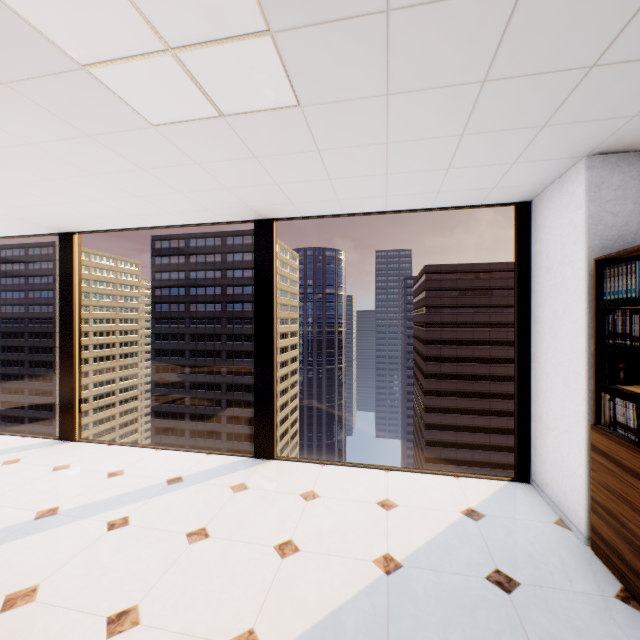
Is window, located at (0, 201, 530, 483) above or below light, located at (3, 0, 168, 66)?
below

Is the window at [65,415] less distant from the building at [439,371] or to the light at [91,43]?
the light at [91,43]

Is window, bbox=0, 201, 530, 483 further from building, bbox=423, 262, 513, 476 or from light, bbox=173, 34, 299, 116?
building, bbox=423, 262, 513, 476

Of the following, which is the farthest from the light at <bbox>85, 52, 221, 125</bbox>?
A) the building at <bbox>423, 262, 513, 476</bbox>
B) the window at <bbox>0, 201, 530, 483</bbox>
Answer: the building at <bbox>423, 262, 513, 476</bbox>

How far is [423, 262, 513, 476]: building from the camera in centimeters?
5488cm

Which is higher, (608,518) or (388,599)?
(608,518)

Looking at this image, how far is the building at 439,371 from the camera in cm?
5488

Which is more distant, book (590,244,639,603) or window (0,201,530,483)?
window (0,201,530,483)
